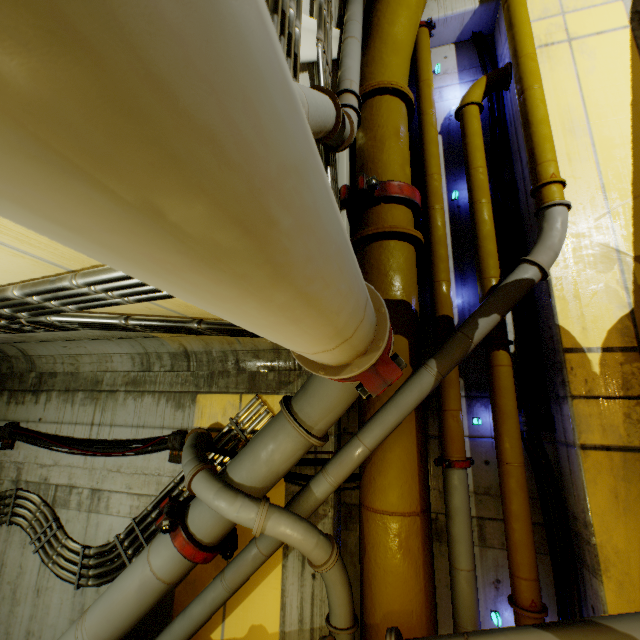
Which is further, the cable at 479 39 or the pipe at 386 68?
the cable at 479 39

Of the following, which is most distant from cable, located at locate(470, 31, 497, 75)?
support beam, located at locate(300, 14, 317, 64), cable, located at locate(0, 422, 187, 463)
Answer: cable, located at locate(0, 422, 187, 463)

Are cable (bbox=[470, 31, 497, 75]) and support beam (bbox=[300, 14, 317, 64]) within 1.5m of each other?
no

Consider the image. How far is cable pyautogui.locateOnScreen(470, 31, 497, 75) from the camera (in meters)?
4.78

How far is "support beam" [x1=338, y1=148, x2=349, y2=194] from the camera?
4.2 meters

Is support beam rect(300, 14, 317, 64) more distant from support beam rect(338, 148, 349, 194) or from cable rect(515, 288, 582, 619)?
cable rect(515, 288, 582, 619)

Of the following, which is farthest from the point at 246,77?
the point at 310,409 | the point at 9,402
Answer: the point at 9,402

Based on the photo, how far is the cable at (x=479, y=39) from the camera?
4.8 meters
